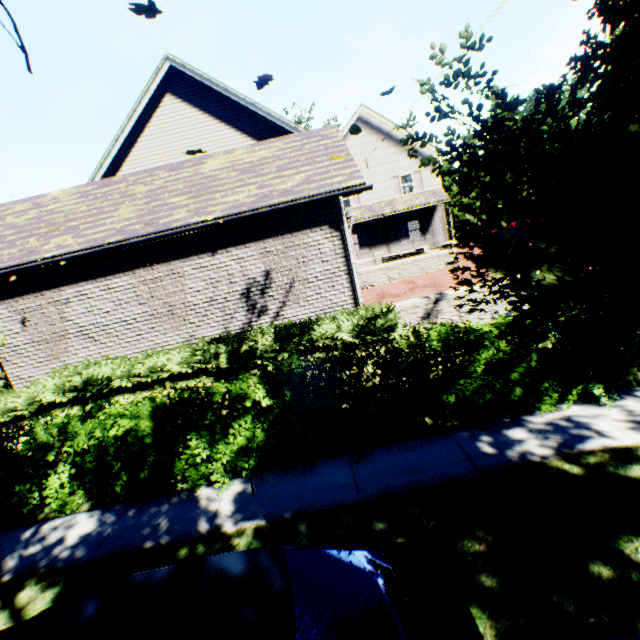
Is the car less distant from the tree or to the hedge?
the tree

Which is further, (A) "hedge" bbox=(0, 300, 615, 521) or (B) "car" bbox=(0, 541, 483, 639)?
(A) "hedge" bbox=(0, 300, 615, 521)

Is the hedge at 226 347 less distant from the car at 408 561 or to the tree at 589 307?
the tree at 589 307

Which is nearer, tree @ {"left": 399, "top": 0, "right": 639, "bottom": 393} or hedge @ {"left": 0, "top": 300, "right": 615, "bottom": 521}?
tree @ {"left": 399, "top": 0, "right": 639, "bottom": 393}

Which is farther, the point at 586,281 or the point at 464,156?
the point at 464,156

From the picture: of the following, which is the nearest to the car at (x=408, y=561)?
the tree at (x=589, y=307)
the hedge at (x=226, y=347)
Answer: the tree at (x=589, y=307)
